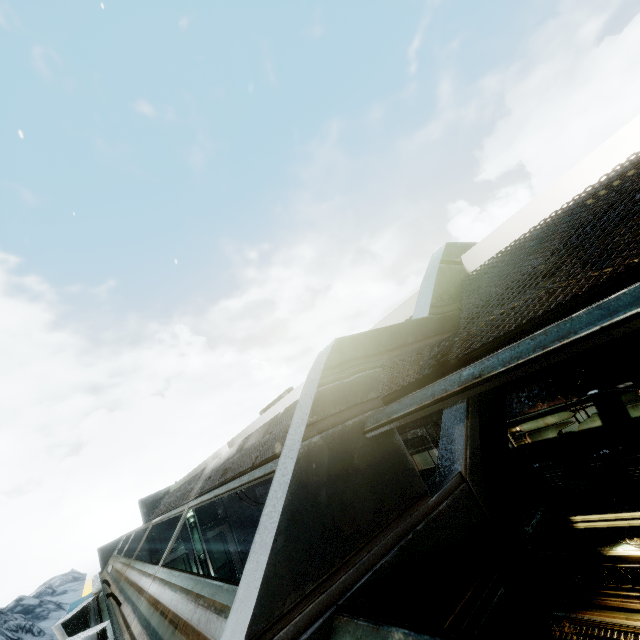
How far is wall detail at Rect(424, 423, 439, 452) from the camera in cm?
933

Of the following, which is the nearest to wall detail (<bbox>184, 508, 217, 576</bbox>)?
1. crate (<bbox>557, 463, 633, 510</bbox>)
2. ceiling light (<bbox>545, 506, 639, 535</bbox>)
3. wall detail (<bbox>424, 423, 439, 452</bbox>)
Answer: wall detail (<bbox>424, 423, 439, 452</bbox>)

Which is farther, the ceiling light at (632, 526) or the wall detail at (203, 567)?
the wall detail at (203, 567)

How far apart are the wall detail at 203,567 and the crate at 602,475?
14.90m

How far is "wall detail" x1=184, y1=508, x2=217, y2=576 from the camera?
14.7m

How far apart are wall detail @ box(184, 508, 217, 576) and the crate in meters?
14.9

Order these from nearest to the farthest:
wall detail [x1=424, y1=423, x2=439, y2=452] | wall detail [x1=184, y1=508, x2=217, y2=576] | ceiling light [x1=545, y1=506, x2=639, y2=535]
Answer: ceiling light [x1=545, y1=506, x2=639, y2=535] < wall detail [x1=424, y1=423, x2=439, y2=452] < wall detail [x1=184, y1=508, x2=217, y2=576]

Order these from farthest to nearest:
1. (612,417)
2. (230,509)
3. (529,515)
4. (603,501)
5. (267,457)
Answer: (230,509)
(529,515)
(612,417)
(603,501)
(267,457)
